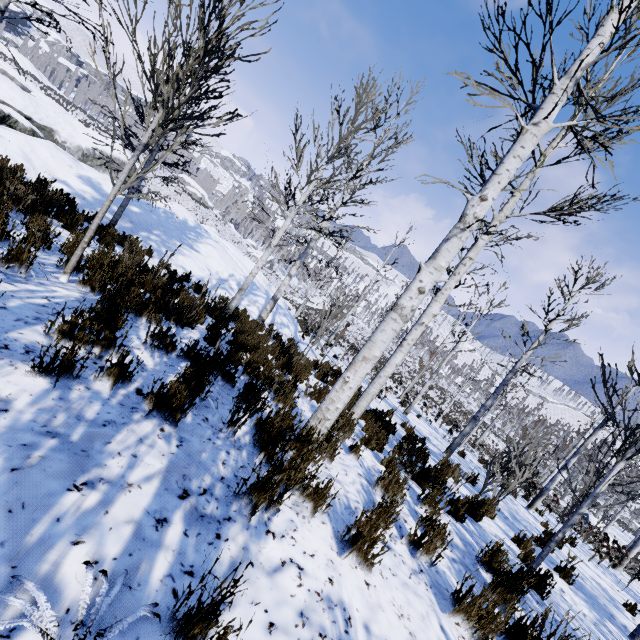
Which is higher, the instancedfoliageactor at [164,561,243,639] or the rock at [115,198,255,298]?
the instancedfoliageactor at [164,561,243,639]

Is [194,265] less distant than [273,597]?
No

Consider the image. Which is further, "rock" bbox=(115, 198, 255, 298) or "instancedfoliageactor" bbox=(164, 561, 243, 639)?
"rock" bbox=(115, 198, 255, 298)

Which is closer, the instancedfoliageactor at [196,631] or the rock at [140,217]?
the instancedfoliageactor at [196,631]

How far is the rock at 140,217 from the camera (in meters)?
11.35

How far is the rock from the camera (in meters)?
11.35
